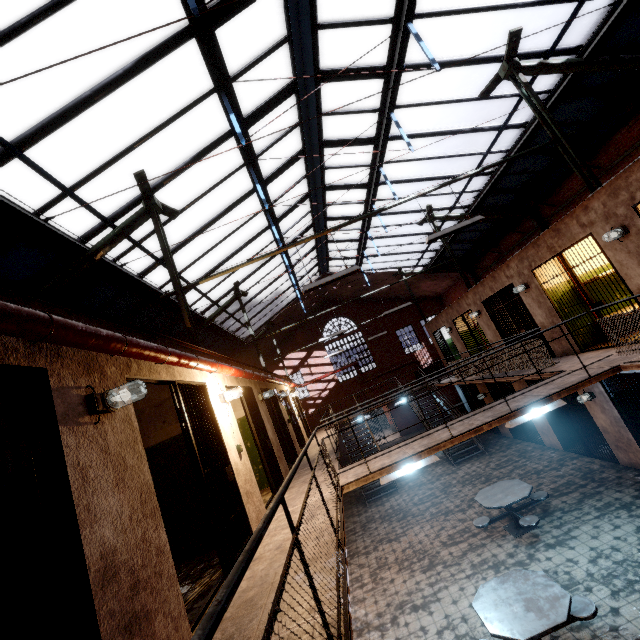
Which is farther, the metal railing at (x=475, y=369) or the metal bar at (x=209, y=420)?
the metal bar at (x=209, y=420)

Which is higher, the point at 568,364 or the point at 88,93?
the point at 88,93

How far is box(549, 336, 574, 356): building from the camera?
8.4 meters

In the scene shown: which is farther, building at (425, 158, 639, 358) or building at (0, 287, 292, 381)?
building at (425, 158, 639, 358)

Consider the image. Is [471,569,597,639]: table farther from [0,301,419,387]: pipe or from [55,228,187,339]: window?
[55,228,187,339]: window

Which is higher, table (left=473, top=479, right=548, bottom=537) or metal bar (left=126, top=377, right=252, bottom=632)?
metal bar (left=126, top=377, right=252, bottom=632)

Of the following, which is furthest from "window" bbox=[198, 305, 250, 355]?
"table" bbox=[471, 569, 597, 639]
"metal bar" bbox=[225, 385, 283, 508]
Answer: "table" bbox=[471, 569, 597, 639]

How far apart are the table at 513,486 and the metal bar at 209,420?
5.6m
